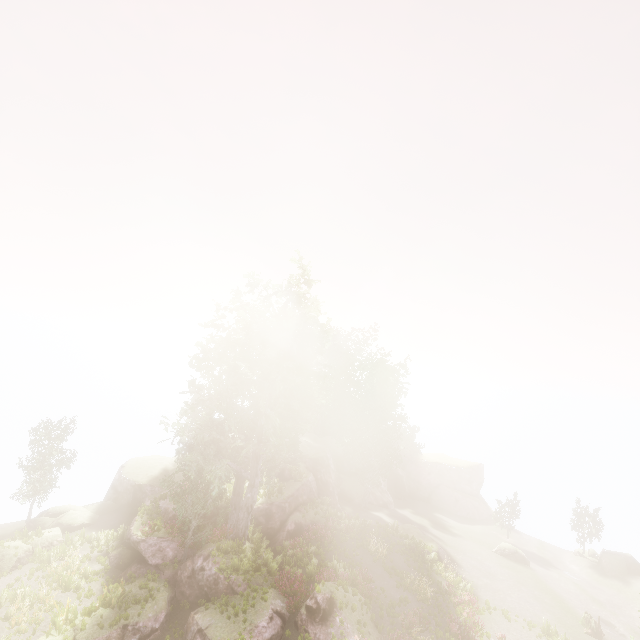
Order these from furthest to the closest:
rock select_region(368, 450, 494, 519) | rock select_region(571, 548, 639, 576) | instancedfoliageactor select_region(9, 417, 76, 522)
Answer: rock select_region(368, 450, 494, 519) → rock select_region(571, 548, 639, 576) → instancedfoliageactor select_region(9, 417, 76, 522)

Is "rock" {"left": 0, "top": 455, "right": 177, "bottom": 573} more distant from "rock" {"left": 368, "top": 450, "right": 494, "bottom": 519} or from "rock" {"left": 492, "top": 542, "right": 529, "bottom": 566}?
"rock" {"left": 492, "top": 542, "right": 529, "bottom": 566}

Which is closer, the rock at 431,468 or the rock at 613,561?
the rock at 613,561

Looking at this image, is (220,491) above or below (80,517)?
above

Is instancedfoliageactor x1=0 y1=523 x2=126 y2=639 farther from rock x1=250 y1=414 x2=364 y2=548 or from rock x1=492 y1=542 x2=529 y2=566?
rock x1=492 y1=542 x2=529 y2=566

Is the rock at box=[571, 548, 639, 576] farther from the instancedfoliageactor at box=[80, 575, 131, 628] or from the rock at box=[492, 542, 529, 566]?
the rock at box=[492, 542, 529, 566]

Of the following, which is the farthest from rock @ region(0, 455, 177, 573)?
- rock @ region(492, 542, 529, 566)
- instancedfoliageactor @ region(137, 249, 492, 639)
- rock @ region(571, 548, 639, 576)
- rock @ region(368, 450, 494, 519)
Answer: rock @ region(571, 548, 639, 576)

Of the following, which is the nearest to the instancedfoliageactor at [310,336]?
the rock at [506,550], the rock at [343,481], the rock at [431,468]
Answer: the rock at [343,481]
